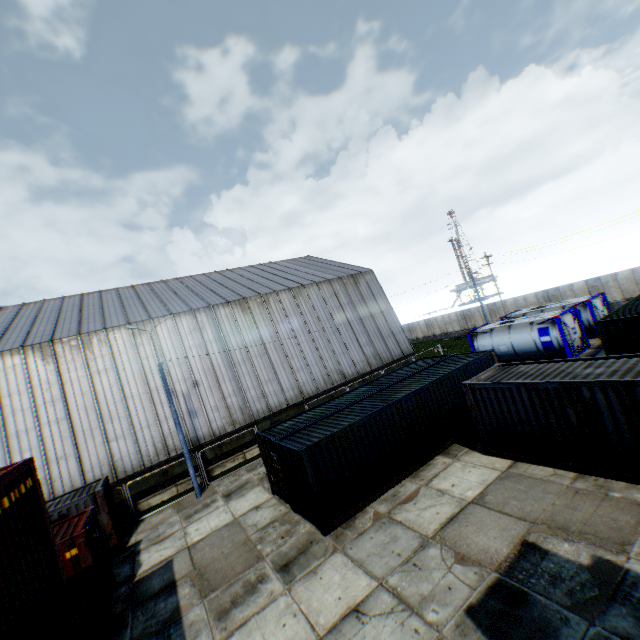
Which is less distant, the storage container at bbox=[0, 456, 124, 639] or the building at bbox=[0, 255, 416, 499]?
the storage container at bbox=[0, 456, 124, 639]

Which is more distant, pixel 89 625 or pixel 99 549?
pixel 99 549

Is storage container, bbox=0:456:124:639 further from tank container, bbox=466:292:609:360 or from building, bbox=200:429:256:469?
tank container, bbox=466:292:609:360

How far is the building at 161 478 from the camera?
19.2m

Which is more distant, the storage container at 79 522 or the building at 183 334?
the building at 183 334

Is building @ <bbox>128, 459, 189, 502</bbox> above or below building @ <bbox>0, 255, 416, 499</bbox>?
below

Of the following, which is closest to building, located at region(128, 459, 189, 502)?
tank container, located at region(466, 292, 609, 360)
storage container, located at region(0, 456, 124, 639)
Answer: tank container, located at region(466, 292, 609, 360)
